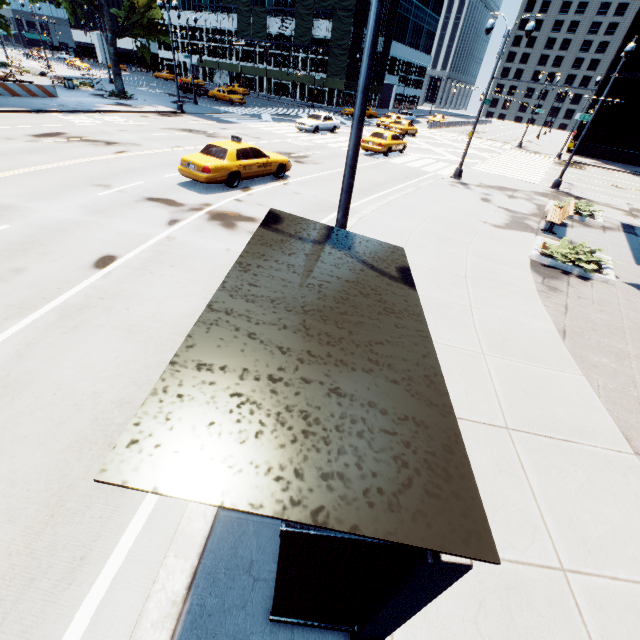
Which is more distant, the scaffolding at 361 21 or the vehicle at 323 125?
the scaffolding at 361 21

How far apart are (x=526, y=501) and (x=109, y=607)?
4.6 meters

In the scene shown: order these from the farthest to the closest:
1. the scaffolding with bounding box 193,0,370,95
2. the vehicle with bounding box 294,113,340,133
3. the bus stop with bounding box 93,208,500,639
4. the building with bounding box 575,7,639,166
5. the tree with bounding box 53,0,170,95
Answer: the scaffolding with bounding box 193,0,370,95, the building with bounding box 575,7,639,166, the vehicle with bounding box 294,113,340,133, the tree with bounding box 53,0,170,95, the bus stop with bounding box 93,208,500,639

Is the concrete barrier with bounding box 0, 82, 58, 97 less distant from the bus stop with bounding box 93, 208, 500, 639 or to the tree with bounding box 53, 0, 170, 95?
the tree with bounding box 53, 0, 170, 95

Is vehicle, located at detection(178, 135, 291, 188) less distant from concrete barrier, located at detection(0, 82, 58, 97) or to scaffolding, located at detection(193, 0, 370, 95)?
concrete barrier, located at detection(0, 82, 58, 97)

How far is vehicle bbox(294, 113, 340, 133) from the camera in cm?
2755

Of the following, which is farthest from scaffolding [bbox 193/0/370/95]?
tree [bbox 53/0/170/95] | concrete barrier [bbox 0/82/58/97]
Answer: concrete barrier [bbox 0/82/58/97]

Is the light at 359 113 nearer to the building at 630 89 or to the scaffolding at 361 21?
the building at 630 89
